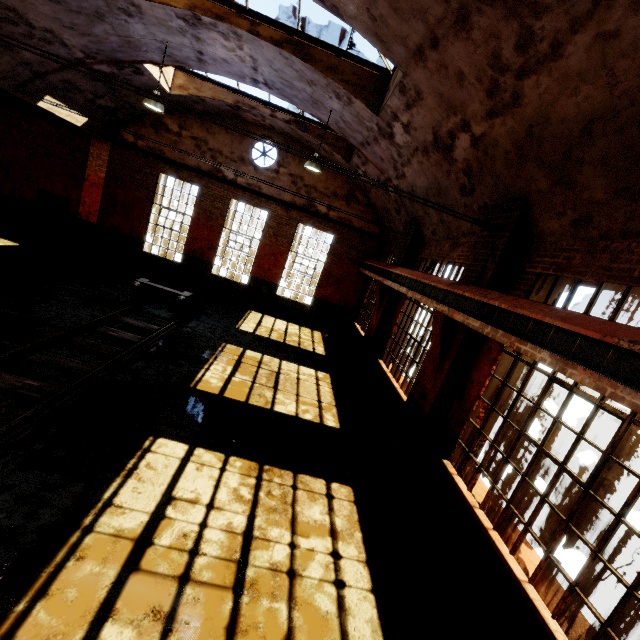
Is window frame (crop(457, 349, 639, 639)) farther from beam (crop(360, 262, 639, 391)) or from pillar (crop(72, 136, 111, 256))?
pillar (crop(72, 136, 111, 256))

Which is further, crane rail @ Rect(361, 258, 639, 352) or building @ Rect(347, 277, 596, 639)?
building @ Rect(347, 277, 596, 639)

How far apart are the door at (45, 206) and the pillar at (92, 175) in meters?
0.4 m

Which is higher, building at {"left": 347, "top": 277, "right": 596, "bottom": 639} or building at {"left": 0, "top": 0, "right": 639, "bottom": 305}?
building at {"left": 0, "top": 0, "right": 639, "bottom": 305}

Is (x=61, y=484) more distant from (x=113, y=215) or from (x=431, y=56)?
(x=113, y=215)

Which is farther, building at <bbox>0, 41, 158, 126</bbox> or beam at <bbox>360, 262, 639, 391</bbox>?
building at <bbox>0, 41, 158, 126</bbox>

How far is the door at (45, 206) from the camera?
14.0m

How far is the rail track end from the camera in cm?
990
